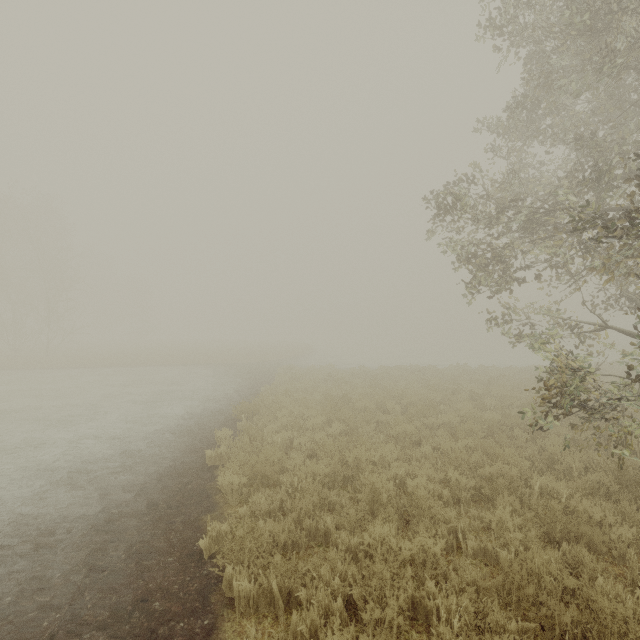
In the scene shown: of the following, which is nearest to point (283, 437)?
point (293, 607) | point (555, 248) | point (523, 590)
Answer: point (293, 607)
